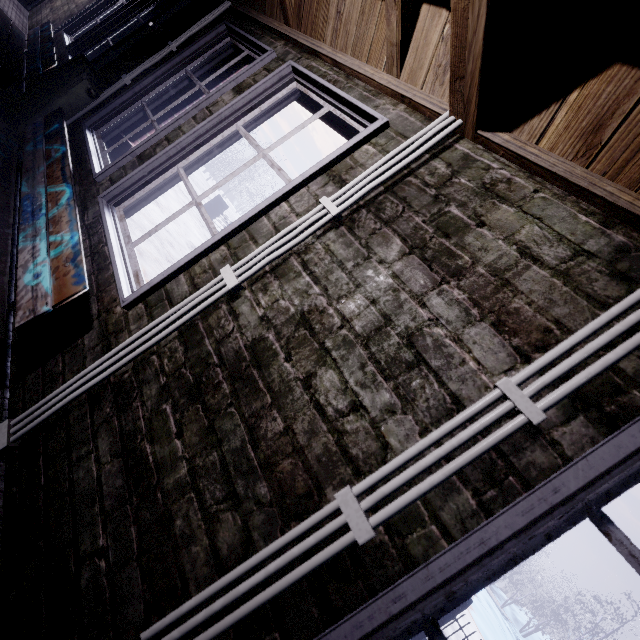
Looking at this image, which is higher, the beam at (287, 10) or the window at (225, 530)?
the beam at (287, 10)

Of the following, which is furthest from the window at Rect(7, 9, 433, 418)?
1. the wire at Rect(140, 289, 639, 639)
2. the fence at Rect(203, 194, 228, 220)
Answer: the fence at Rect(203, 194, 228, 220)

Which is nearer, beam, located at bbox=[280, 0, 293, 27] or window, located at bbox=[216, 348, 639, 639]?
window, located at bbox=[216, 348, 639, 639]

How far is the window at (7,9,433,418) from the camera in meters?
1.3

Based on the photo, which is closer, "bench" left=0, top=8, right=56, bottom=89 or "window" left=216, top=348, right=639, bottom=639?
"window" left=216, top=348, right=639, bottom=639

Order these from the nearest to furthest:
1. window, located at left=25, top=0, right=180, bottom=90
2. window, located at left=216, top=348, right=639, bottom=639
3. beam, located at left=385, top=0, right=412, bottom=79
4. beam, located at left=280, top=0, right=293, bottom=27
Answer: window, located at left=216, top=348, right=639, bottom=639, beam, located at left=385, top=0, right=412, bottom=79, beam, located at left=280, top=0, right=293, bottom=27, window, located at left=25, top=0, right=180, bottom=90

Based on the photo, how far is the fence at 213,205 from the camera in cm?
1134

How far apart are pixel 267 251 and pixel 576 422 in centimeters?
97cm
